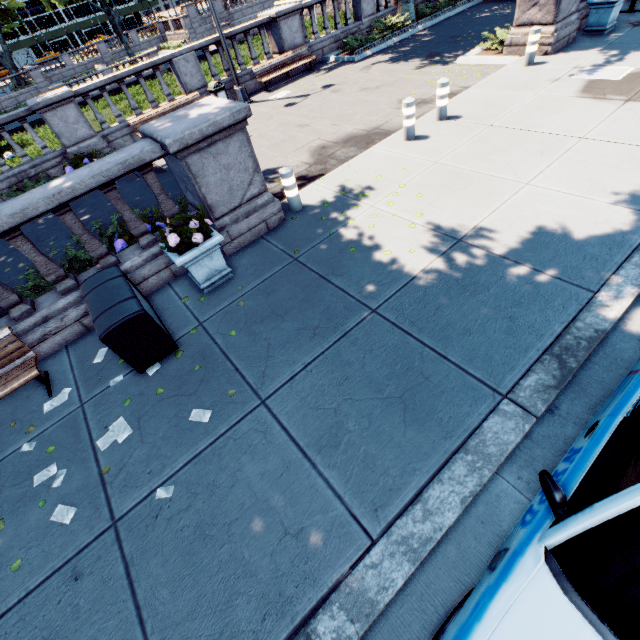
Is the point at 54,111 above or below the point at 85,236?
above

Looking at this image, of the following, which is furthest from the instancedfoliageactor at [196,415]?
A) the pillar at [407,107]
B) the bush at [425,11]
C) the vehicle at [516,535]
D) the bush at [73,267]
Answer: the bush at [425,11]

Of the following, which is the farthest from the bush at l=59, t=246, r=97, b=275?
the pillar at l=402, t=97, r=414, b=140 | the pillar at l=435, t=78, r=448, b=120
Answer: the pillar at l=435, t=78, r=448, b=120

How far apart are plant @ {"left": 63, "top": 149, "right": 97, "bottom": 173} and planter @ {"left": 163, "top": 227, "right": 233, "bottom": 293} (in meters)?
8.04

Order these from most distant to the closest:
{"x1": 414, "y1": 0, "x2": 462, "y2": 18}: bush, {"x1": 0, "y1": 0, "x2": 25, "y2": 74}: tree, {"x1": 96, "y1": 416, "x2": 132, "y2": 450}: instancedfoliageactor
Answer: {"x1": 0, "y1": 0, "x2": 25, "y2": 74}: tree, {"x1": 414, "y1": 0, "x2": 462, "y2": 18}: bush, {"x1": 96, "y1": 416, "x2": 132, "y2": 450}: instancedfoliageactor

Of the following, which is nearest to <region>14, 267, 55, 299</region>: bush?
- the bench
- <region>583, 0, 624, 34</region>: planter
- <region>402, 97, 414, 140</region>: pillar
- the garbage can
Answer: the bench

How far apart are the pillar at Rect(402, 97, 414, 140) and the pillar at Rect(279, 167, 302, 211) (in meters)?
3.24

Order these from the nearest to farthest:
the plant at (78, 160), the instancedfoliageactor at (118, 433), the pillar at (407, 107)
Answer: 1. the instancedfoliageactor at (118, 433)
2. the pillar at (407, 107)
3. the plant at (78, 160)
